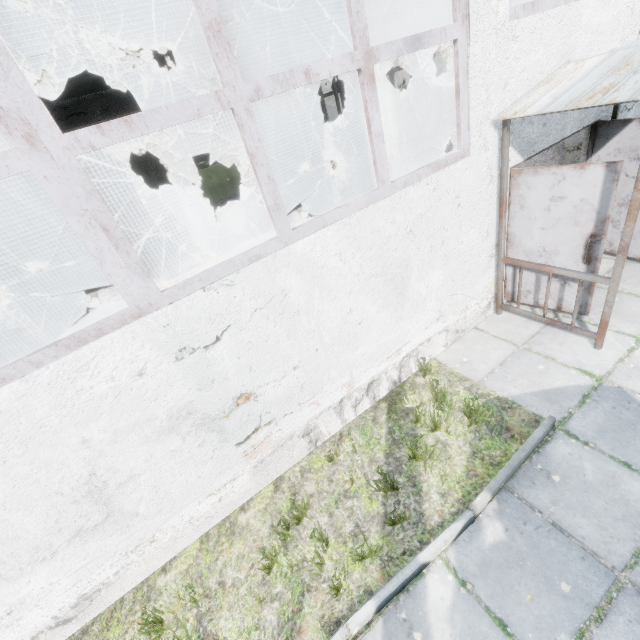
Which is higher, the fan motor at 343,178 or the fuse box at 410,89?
the fuse box at 410,89

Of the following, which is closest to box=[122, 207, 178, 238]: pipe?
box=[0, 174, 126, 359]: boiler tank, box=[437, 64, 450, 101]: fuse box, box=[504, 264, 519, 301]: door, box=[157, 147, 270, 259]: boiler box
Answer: box=[0, 174, 126, 359]: boiler tank

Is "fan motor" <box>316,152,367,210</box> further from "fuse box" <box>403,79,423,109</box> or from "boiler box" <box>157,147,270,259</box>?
"fuse box" <box>403,79,423,109</box>

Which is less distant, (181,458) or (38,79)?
(181,458)

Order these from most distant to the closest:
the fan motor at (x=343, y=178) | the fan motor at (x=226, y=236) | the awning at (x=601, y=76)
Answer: the fan motor at (x=343, y=178) < the fan motor at (x=226, y=236) < the awning at (x=601, y=76)

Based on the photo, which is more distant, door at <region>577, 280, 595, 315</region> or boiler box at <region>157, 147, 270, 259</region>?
boiler box at <region>157, 147, 270, 259</region>

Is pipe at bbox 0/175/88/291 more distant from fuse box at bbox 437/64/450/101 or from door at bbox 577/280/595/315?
fuse box at bbox 437/64/450/101

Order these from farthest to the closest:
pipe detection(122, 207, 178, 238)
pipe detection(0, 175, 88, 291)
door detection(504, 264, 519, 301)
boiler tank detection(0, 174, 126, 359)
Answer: pipe detection(122, 207, 178, 238)
boiler tank detection(0, 174, 126, 359)
pipe detection(0, 175, 88, 291)
door detection(504, 264, 519, 301)
